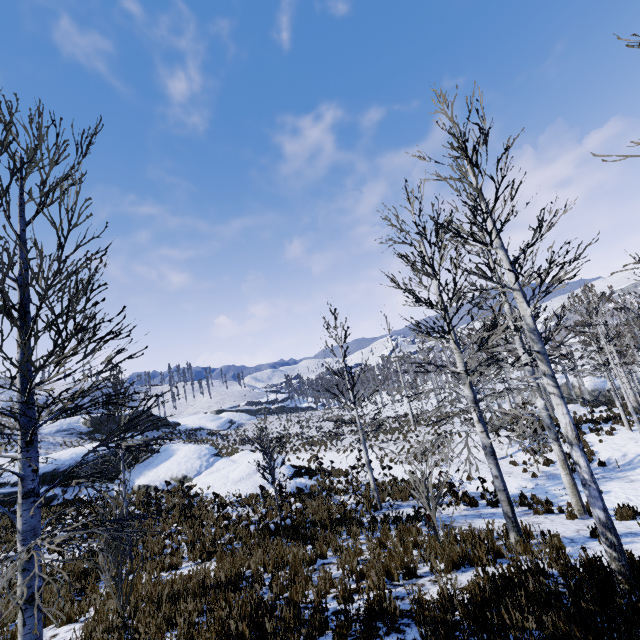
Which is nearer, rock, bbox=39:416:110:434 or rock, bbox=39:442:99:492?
rock, bbox=39:442:99:492

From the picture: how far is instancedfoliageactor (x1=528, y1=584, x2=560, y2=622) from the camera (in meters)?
3.64

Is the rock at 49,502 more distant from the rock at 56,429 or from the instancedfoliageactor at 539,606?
the instancedfoliageactor at 539,606

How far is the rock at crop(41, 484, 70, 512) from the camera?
16.81m

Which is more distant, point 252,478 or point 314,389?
point 252,478

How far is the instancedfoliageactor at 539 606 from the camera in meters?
3.6

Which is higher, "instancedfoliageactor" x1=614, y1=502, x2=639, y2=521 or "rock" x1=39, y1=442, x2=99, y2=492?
"rock" x1=39, y1=442, x2=99, y2=492

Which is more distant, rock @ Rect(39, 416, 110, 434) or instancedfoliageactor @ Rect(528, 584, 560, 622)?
rock @ Rect(39, 416, 110, 434)
